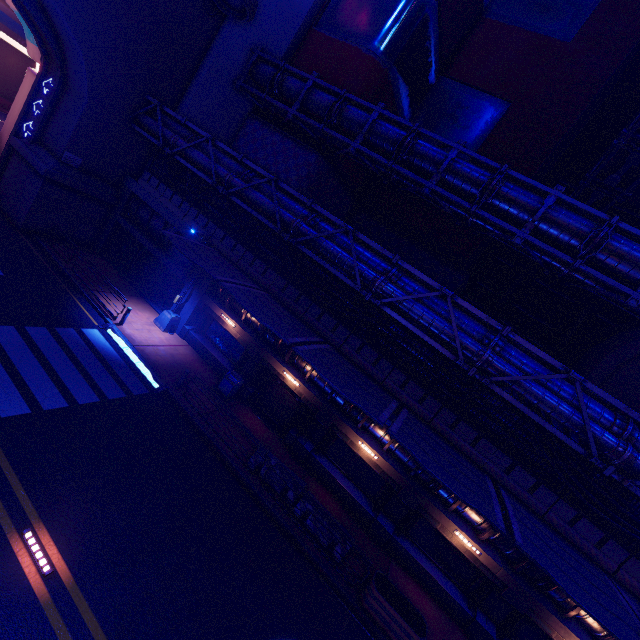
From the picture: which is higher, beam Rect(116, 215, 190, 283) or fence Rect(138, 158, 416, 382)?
fence Rect(138, 158, 416, 382)

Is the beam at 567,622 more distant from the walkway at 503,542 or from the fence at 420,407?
the fence at 420,407

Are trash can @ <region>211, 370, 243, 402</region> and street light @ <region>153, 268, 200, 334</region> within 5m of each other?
yes

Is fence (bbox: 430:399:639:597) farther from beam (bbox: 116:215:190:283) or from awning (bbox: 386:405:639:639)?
beam (bbox: 116:215:190:283)

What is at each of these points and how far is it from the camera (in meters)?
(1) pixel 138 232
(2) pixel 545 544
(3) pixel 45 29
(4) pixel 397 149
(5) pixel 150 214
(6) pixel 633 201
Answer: (1) beam, 21.14
(2) awning, 9.81
(3) tunnel, 16.97
(4) pipe, 17.48
(5) walkway, 20.95
(6) building, 33.22

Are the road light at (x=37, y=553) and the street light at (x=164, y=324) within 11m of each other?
no

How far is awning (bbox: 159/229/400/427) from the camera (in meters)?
11.23

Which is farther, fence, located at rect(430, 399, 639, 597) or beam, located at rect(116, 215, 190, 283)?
beam, located at rect(116, 215, 190, 283)
